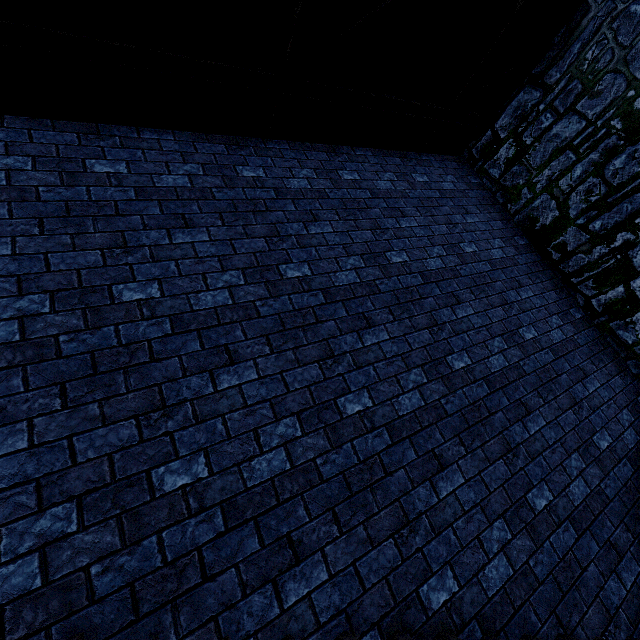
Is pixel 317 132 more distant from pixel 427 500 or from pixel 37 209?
pixel 427 500
